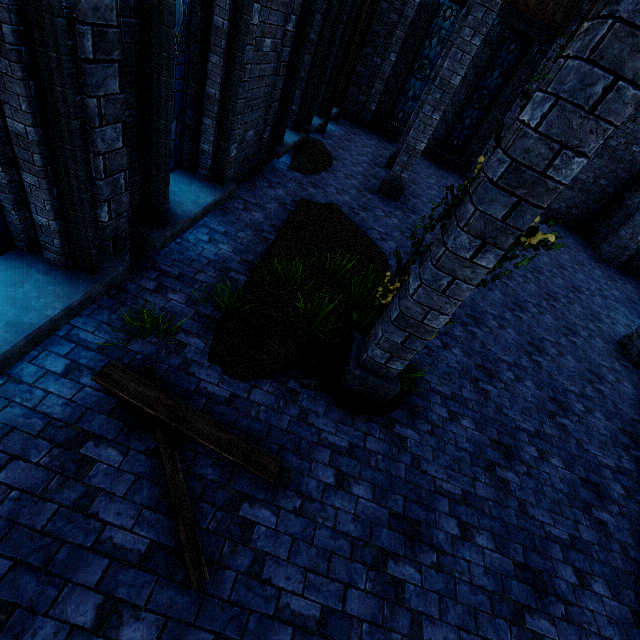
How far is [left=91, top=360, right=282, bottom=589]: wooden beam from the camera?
2.6m

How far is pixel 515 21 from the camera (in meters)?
12.63

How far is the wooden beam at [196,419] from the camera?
2.56m

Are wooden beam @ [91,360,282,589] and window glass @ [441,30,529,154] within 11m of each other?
no

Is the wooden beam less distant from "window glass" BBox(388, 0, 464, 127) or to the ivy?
the ivy

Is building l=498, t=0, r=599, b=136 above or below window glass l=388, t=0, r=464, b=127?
above

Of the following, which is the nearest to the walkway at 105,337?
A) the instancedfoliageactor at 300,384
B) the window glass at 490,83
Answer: the instancedfoliageactor at 300,384

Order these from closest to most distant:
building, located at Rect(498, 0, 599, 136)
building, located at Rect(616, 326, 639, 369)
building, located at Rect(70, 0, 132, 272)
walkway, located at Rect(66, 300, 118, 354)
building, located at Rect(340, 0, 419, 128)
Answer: building, located at Rect(70, 0, 132, 272) < walkway, located at Rect(66, 300, 118, 354) < building, located at Rect(616, 326, 639, 369) < building, located at Rect(498, 0, 599, 136) < building, located at Rect(340, 0, 419, 128)
